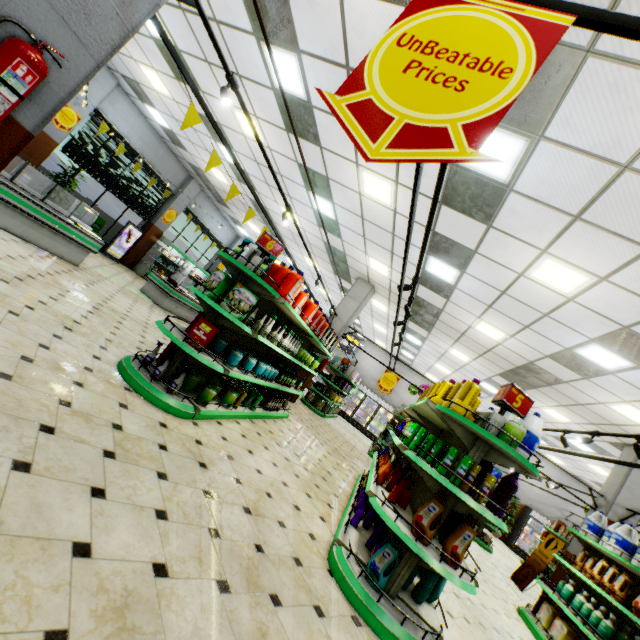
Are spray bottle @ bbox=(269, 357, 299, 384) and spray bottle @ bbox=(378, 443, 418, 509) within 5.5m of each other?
yes

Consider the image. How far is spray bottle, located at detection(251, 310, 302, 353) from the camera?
4.54m

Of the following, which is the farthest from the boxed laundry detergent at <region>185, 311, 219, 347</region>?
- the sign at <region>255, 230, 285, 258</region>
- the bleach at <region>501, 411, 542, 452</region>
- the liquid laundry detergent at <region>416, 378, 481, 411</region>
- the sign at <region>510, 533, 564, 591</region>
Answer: the sign at <region>510, 533, 564, 591</region>

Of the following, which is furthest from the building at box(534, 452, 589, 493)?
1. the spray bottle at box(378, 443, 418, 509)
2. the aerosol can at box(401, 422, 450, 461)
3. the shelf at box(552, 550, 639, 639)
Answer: the aerosol can at box(401, 422, 450, 461)

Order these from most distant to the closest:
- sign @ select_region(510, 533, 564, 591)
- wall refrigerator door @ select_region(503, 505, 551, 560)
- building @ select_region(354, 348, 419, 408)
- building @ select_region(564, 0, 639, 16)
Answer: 1. building @ select_region(354, 348, 419, 408)
2. wall refrigerator door @ select_region(503, 505, 551, 560)
3. sign @ select_region(510, 533, 564, 591)
4. building @ select_region(564, 0, 639, 16)

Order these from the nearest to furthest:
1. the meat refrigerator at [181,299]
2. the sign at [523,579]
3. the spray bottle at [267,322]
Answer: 1. the spray bottle at [267,322]
2. the sign at [523,579]
3. the meat refrigerator at [181,299]

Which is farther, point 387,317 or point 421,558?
point 387,317

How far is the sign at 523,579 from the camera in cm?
838
